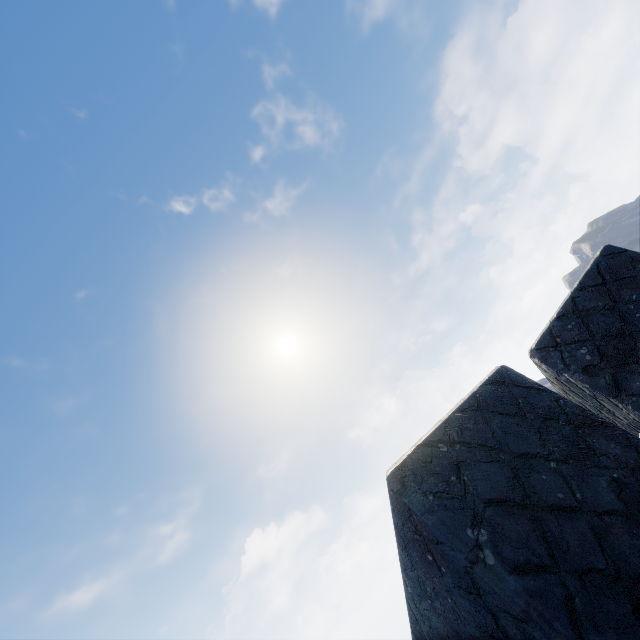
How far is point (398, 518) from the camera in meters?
1.5 m
